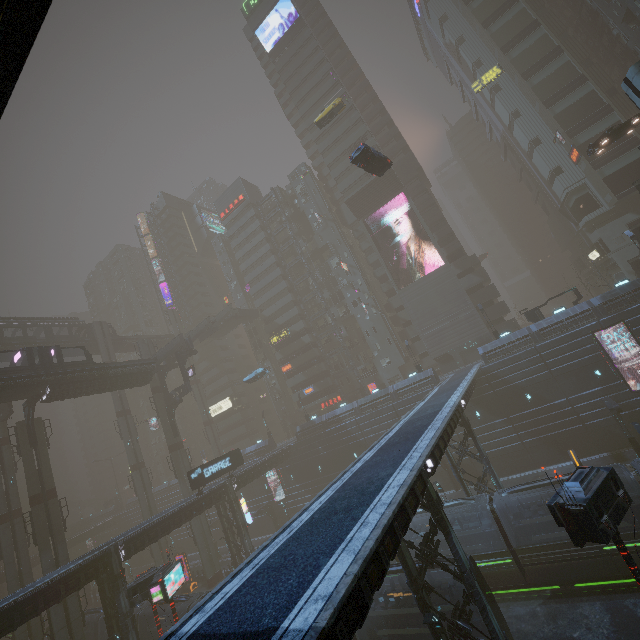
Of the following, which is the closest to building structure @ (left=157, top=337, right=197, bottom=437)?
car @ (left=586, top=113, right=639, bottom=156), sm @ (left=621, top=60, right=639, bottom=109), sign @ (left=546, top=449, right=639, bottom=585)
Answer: car @ (left=586, top=113, right=639, bottom=156)

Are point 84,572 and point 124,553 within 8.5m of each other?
yes

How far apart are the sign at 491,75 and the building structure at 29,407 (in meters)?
77.21

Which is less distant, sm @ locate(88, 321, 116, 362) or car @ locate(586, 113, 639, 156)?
car @ locate(586, 113, 639, 156)

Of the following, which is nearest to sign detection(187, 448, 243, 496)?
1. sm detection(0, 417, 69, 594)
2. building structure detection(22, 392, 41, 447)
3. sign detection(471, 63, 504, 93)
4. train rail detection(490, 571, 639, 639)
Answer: train rail detection(490, 571, 639, 639)

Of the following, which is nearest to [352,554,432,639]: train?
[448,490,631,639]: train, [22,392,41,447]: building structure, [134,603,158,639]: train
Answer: [134,603,158,639]: train

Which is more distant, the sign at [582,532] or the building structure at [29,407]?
the building structure at [29,407]

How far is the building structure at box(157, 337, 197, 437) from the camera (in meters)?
46.90
